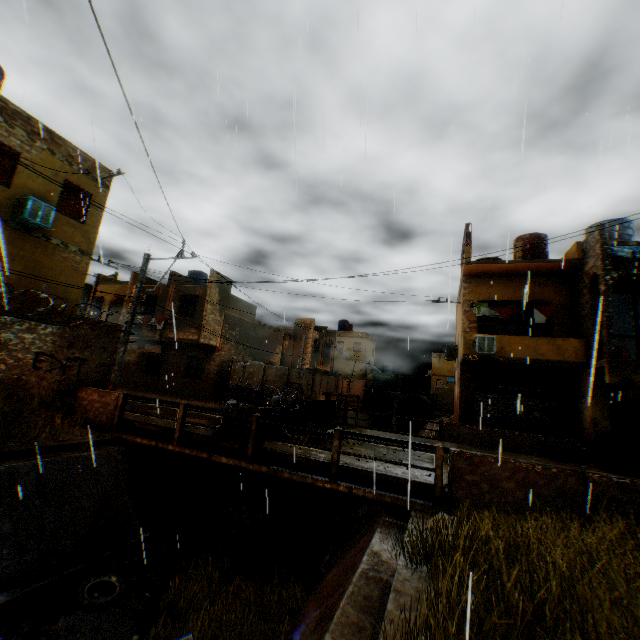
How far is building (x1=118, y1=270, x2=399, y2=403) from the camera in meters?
21.6

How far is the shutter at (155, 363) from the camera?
23.3 meters

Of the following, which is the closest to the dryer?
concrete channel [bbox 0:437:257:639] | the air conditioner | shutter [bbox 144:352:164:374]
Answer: the air conditioner

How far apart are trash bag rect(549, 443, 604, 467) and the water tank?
9.3m

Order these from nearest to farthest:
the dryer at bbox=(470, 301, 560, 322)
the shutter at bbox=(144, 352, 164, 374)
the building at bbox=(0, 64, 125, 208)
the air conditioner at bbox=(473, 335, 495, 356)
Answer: the building at bbox=(0, 64, 125, 208)
the air conditioner at bbox=(473, 335, 495, 356)
the dryer at bbox=(470, 301, 560, 322)
the shutter at bbox=(144, 352, 164, 374)

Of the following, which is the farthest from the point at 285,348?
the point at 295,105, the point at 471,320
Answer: the point at 295,105

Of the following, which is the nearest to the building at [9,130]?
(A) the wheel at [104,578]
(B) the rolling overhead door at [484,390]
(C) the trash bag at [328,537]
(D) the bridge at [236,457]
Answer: (B) the rolling overhead door at [484,390]

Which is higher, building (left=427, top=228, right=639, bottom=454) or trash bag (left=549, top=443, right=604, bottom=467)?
building (left=427, top=228, right=639, bottom=454)
